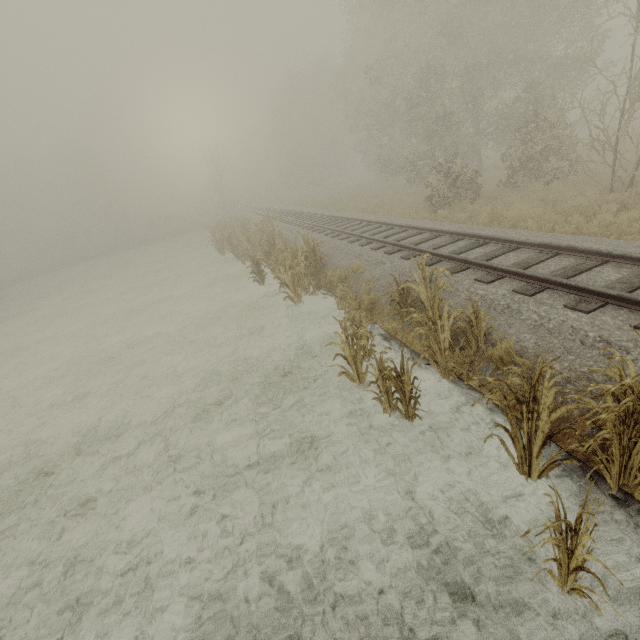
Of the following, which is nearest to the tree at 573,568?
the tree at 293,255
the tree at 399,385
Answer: the tree at 399,385

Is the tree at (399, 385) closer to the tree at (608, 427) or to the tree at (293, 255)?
the tree at (608, 427)

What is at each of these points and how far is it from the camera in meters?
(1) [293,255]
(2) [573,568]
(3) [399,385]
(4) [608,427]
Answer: (1) tree, 10.5
(2) tree, 2.7
(3) tree, 4.7
(4) tree, 3.2

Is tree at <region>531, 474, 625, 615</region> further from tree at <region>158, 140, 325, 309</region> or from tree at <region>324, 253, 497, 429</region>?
tree at <region>158, 140, 325, 309</region>

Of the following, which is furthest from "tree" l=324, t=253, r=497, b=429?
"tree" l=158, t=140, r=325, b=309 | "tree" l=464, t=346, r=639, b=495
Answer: "tree" l=158, t=140, r=325, b=309
